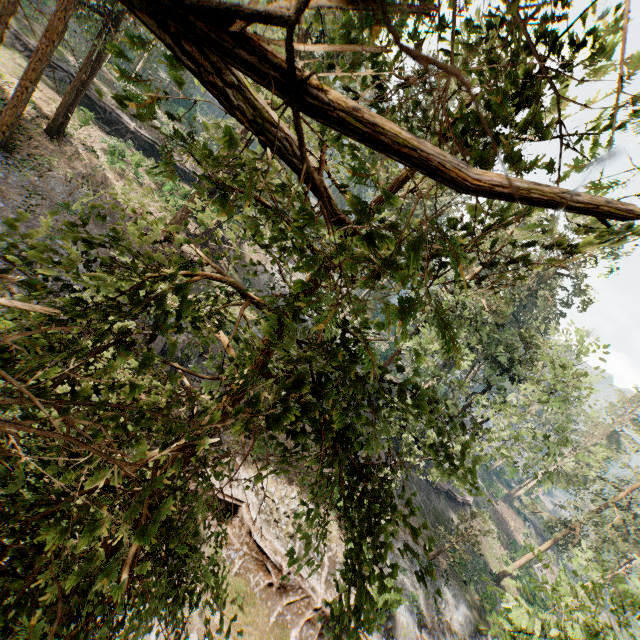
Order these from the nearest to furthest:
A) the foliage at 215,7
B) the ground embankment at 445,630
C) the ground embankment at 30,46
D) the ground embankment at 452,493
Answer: the foliage at 215,7, the ground embankment at 445,630, the ground embankment at 30,46, the ground embankment at 452,493

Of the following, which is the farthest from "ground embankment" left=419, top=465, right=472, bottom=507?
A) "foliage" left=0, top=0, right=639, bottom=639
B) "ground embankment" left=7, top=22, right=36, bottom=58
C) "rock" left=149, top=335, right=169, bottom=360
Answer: "ground embankment" left=7, top=22, right=36, bottom=58

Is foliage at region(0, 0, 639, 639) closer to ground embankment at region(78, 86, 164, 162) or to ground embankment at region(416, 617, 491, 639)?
ground embankment at region(416, 617, 491, 639)

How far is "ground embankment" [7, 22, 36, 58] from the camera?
29.0 meters

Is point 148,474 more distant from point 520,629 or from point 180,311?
point 520,629

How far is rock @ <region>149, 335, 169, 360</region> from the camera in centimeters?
1953cm

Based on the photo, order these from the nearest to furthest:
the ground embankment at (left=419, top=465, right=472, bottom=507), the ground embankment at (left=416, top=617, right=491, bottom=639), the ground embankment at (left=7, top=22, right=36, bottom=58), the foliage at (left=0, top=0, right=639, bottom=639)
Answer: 1. the foliage at (left=0, top=0, right=639, bottom=639)
2. the ground embankment at (left=416, top=617, right=491, bottom=639)
3. the ground embankment at (left=7, top=22, right=36, bottom=58)
4. the ground embankment at (left=419, top=465, right=472, bottom=507)

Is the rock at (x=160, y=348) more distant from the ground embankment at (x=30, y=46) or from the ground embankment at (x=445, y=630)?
the ground embankment at (x=30, y=46)
